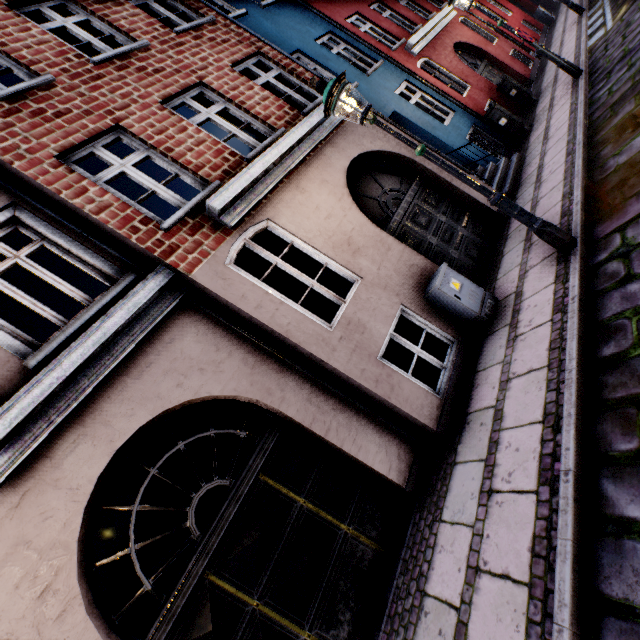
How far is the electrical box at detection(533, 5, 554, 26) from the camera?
16.8m

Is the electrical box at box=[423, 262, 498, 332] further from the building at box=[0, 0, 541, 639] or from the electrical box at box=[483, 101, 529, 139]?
the electrical box at box=[483, 101, 529, 139]

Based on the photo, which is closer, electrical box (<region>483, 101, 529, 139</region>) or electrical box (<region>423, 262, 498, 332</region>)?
electrical box (<region>423, 262, 498, 332</region>)

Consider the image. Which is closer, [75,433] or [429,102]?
[75,433]

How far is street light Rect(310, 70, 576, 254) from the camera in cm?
396

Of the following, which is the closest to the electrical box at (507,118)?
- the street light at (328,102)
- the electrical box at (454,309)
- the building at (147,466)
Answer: → the building at (147,466)

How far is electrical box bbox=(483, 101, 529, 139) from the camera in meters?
9.2

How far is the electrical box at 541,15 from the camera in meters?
16.8
